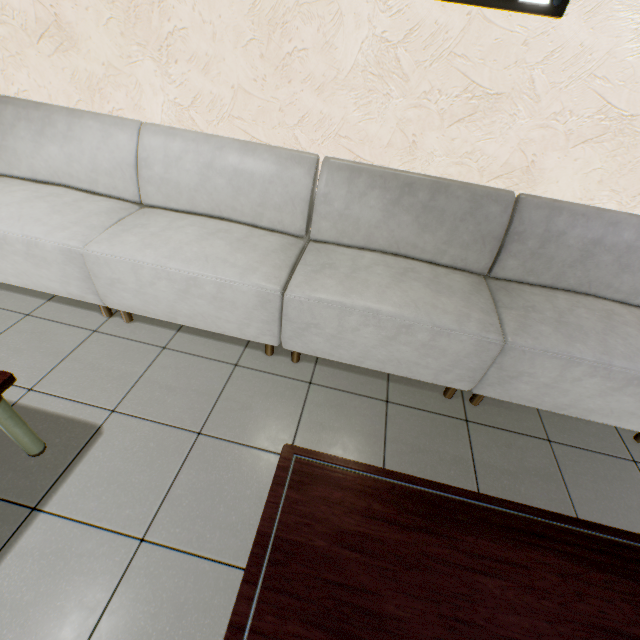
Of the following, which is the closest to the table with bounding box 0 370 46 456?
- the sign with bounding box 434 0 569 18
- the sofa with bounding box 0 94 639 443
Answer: the sofa with bounding box 0 94 639 443

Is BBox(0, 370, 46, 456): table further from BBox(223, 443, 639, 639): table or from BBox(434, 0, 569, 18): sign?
BBox(434, 0, 569, 18): sign

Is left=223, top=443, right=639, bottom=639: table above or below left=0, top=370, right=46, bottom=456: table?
above

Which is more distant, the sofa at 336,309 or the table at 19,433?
the sofa at 336,309

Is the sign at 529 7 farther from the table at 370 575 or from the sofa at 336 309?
the table at 370 575

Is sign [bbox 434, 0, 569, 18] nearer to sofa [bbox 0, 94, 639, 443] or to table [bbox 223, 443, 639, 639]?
sofa [bbox 0, 94, 639, 443]

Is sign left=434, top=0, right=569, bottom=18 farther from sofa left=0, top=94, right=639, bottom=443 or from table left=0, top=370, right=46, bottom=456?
table left=0, top=370, right=46, bottom=456

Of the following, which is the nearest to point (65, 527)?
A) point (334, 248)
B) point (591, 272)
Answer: point (334, 248)
